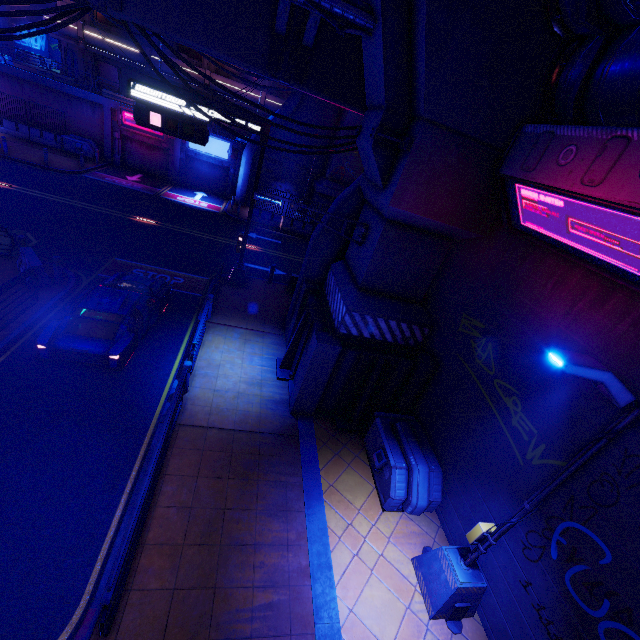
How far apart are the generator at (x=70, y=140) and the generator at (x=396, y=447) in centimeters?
3008cm

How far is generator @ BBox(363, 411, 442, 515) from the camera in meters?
7.7 m

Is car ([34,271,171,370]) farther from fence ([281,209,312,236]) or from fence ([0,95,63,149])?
fence ([0,95,63,149])

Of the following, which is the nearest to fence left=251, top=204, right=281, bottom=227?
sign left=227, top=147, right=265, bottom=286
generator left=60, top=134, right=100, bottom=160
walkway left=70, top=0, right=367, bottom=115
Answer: sign left=227, top=147, right=265, bottom=286

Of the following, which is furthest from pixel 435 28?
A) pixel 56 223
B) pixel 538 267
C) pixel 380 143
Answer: pixel 56 223

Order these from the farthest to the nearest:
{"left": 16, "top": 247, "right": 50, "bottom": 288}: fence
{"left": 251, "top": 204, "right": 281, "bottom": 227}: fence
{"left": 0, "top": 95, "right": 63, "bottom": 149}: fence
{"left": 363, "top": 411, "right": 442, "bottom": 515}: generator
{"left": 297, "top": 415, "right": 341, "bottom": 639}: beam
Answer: {"left": 251, "top": 204, "right": 281, "bottom": 227}: fence → {"left": 0, "top": 95, "right": 63, "bottom": 149}: fence → {"left": 16, "top": 247, "right": 50, "bottom": 288}: fence → {"left": 363, "top": 411, "right": 442, "bottom": 515}: generator → {"left": 297, "top": 415, "right": 341, "bottom": 639}: beam

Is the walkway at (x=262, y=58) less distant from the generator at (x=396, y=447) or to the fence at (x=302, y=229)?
the generator at (x=396, y=447)

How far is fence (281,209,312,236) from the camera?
25.8m
